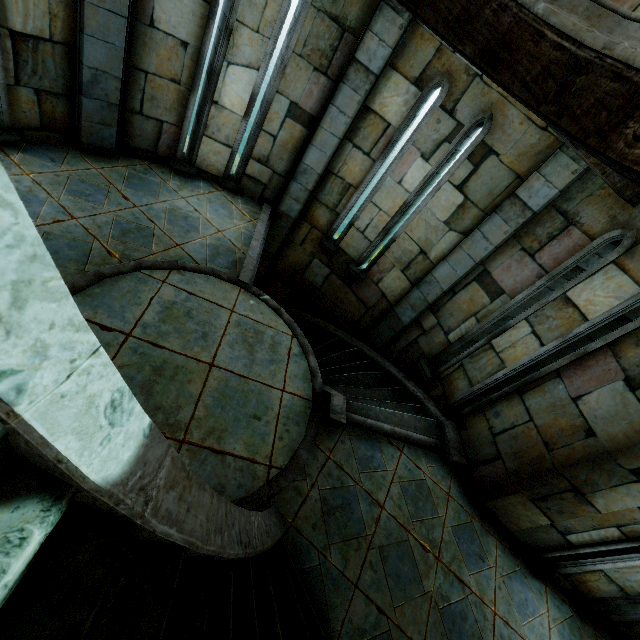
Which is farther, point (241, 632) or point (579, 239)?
point (579, 239)
